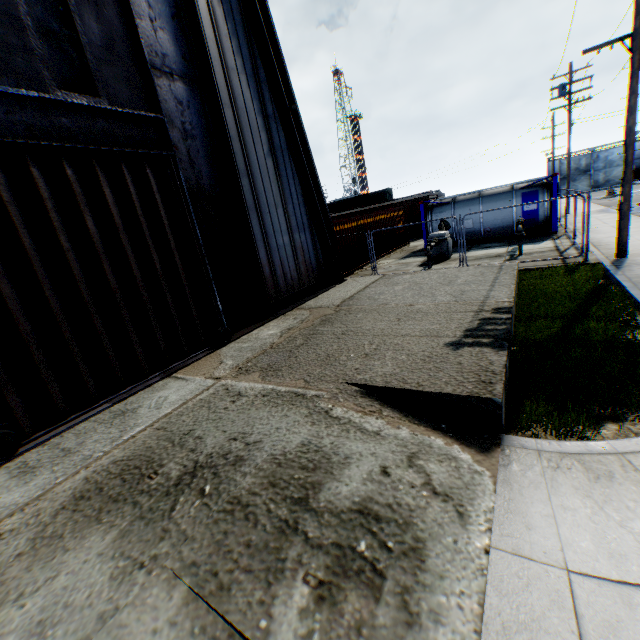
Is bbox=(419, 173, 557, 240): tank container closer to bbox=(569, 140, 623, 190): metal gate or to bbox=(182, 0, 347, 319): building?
bbox=(182, 0, 347, 319): building

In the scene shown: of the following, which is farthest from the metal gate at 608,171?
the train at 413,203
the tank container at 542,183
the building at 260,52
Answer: the building at 260,52

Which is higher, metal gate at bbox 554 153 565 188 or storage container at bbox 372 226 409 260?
metal gate at bbox 554 153 565 188

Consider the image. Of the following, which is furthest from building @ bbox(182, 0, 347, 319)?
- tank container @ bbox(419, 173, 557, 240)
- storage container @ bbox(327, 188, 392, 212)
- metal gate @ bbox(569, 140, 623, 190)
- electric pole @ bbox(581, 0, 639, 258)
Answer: metal gate @ bbox(569, 140, 623, 190)

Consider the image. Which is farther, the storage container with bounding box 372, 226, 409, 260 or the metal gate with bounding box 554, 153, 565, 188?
the metal gate with bounding box 554, 153, 565, 188

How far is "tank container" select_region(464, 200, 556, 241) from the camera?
16.9m

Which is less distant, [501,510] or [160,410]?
[501,510]

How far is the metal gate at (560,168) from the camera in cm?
5161
